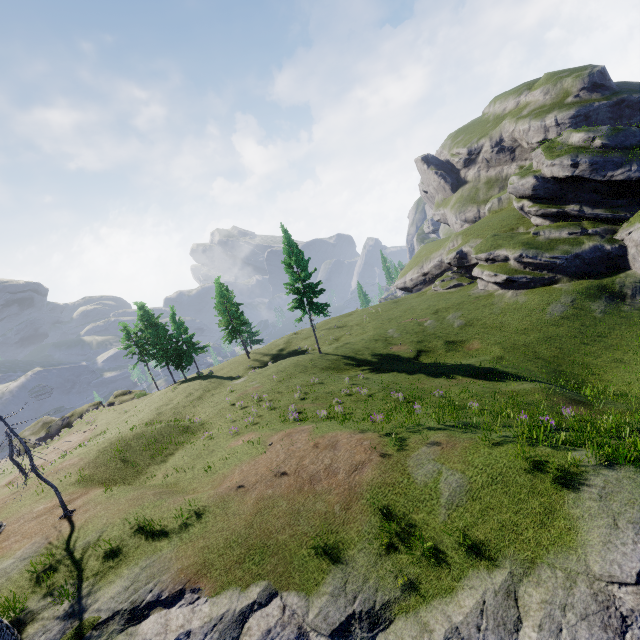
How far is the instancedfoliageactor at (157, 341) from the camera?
44.1 meters

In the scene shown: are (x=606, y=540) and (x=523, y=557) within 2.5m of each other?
yes

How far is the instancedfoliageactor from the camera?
44.1 meters
